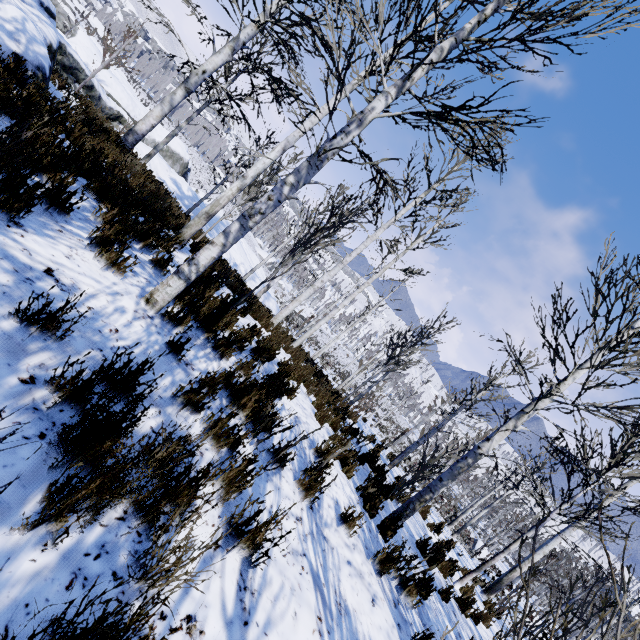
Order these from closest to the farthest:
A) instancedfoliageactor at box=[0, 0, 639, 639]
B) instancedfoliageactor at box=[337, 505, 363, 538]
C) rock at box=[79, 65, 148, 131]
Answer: instancedfoliageactor at box=[0, 0, 639, 639] → instancedfoliageactor at box=[337, 505, 363, 538] → rock at box=[79, 65, 148, 131]

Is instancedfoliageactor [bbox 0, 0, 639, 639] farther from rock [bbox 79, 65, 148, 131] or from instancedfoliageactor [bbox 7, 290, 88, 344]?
rock [bbox 79, 65, 148, 131]

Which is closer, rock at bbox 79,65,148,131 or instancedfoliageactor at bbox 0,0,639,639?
instancedfoliageactor at bbox 0,0,639,639

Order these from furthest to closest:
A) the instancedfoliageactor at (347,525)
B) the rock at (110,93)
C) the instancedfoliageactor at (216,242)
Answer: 1. the rock at (110,93)
2. the instancedfoliageactor at (347,525)
3. the instancedfoliageactor at (216,242)

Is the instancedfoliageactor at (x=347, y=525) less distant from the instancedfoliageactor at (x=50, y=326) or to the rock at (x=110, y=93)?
the instancedfoliageactor at (x=50, y=326)

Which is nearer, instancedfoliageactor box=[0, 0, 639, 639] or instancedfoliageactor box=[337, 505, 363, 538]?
instancedfoliageactor box=[0, 0, 639, 639]

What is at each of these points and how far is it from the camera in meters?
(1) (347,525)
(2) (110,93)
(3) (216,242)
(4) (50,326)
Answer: (1) instancedfoliageactor, 3.9 m
(2) rock, 22.7 m
(3) instancedfoliageactor, 3.3 m
(4) instancedfoliageactor, 2.0 m
